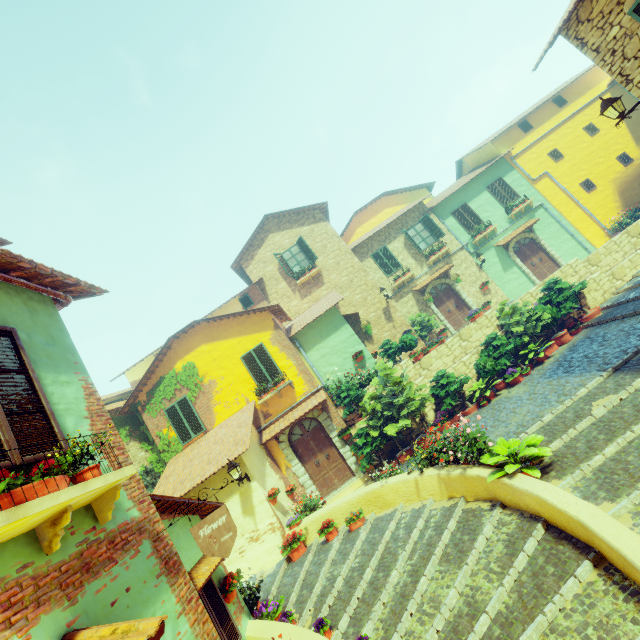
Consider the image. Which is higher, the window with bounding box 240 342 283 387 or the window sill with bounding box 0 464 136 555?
the window with bounding box 240 342 283 387

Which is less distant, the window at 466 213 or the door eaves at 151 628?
the door eaves at 151 628

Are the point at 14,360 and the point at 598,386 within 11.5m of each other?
yes

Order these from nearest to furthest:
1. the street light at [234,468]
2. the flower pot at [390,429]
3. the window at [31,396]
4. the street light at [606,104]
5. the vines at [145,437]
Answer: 1. the window at [31,396]
2. the flower pot at [390,429]
3. the street light at [606,104]
4. the street light at [234,468]
5. the vines at [145,437]

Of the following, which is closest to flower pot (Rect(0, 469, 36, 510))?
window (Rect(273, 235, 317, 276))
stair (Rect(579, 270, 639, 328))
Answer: stair (Rect(579, 270, 639, 328))

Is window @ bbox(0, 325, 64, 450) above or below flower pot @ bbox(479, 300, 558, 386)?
above

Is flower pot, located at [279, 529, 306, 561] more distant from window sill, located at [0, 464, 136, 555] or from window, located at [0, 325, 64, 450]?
window, located at [0, 325, 64, 450]

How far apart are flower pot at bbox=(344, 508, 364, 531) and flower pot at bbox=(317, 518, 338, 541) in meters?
0.3 m
